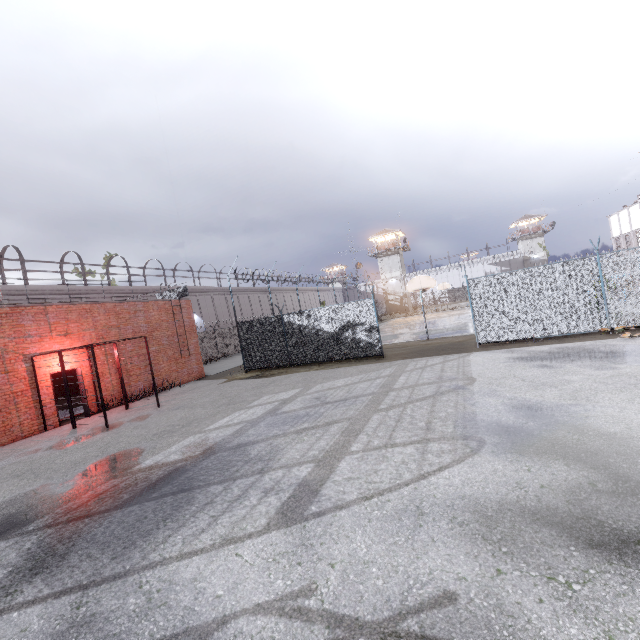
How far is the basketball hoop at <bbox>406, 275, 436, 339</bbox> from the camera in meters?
18.2 m

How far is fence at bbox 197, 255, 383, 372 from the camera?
15.2m

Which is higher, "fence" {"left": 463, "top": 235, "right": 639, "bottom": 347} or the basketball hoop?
the basketball hoop

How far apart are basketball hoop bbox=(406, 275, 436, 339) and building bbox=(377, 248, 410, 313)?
39.6m

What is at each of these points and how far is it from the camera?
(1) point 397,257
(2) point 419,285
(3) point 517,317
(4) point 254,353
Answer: (1) building, 58.22m
(2) basketball hoop, 19.16m
(3) fence, 12.61m
(4) fence, 17.88m

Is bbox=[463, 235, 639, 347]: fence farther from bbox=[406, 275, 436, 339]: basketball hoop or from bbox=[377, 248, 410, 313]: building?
bbox=[377, 248, 410, 313]: building

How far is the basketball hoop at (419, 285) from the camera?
18.2m

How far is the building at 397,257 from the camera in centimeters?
5825cm
